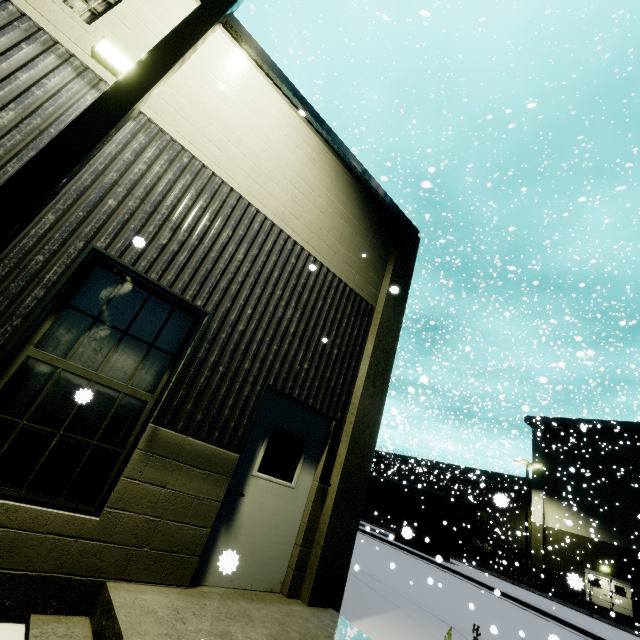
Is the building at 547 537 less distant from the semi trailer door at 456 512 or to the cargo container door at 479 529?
the cargo container door at 479 529

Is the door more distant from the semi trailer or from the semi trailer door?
the semi trailer door

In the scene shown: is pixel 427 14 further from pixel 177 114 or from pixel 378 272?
pixel 378 272

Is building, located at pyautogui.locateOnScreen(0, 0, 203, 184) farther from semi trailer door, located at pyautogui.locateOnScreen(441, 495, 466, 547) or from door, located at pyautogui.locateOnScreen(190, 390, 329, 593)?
semi trailer door, located at pyautogui.locateOnScreen(441, 495, 466, 547)

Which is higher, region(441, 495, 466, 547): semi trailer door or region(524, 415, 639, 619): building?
region(524, 415, 639, 619): building

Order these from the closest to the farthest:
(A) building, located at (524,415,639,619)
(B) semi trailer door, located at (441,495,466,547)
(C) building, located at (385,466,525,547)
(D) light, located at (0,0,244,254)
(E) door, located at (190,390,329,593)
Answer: (D) light, located at (0,0,244,254)
(E) door, located at (190,390,329,593)
(B) semi trailer door, located at (441,495,466,547)
(A) building, located at (524,415,639,619)
(C) building, located at (385,466,525,547)

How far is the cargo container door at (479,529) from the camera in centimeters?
2928cm

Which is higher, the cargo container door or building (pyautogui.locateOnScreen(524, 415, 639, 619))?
building (pyautogui.locateOnScreen(524, 415, 639, 619))
